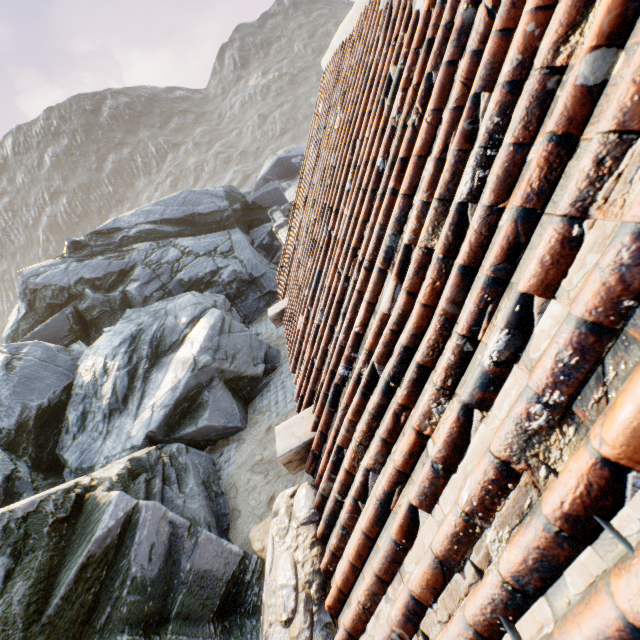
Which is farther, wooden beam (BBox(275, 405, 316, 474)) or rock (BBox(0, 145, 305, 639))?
rock (BBox(0, 145, 305, 639))

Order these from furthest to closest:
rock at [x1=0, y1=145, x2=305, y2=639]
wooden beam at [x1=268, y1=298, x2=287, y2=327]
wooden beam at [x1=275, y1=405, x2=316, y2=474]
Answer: wooden beam at [x1=268, y1=298, x2=287, y2=327]
rock at [x1=0, y1=145, x2=305, y2=639]
wooden beam at [x1=275, y1=405, x2=316, y2=474]

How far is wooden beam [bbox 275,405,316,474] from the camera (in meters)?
2.67

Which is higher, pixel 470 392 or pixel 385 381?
pixel 470 392

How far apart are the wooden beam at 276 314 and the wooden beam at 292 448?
2.55m

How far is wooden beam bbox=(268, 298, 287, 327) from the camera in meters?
5.3 m

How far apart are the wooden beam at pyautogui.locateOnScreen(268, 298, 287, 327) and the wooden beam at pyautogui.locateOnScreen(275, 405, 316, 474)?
2.6m

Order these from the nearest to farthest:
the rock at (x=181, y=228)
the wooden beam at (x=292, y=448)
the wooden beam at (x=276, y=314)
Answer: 1. the wooden beam at (x=292, y=448)
2. the rock at (x=181, y=228)
3. the wooden beam at (x=276, y=314)
